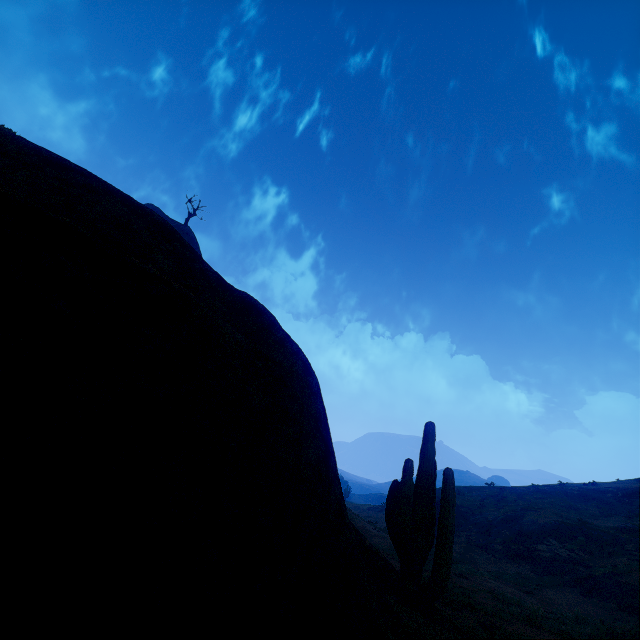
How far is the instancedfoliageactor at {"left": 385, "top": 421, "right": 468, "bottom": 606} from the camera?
7.1m

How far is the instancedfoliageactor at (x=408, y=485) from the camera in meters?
7.1

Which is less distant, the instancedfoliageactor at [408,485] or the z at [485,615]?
the z at [485,615]

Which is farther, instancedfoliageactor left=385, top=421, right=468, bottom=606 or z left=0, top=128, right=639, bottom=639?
instancedfoliageactor left=385, top=421, right=468, bottom=606

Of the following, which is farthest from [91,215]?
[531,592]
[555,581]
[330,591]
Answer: [555,581]
